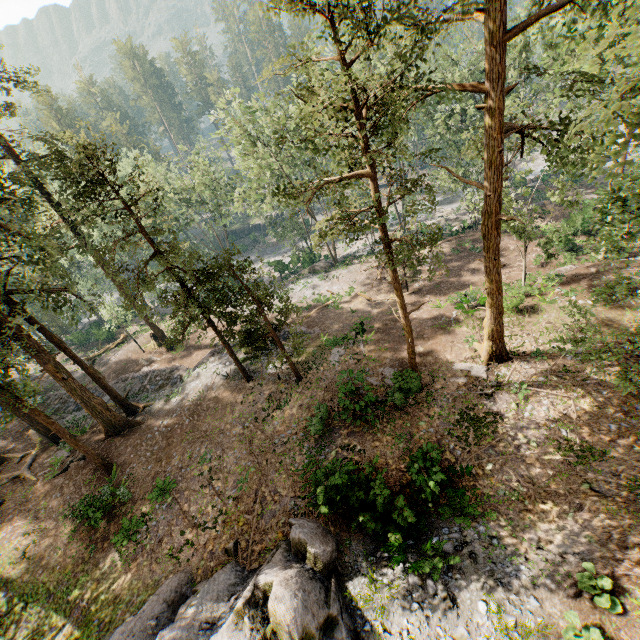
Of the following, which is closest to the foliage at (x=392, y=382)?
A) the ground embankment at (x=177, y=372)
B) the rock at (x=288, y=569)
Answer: the ground embankment at (x=177, y=372)

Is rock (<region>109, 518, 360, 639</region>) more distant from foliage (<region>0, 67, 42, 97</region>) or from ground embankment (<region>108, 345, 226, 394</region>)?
ground embankment (<region>108, 345, 226, 394</region>)

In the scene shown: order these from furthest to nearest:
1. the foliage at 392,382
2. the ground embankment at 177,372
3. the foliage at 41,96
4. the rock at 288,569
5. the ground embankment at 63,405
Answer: the ground embankment at 63,405, the ground embankment at 177,372, the foliage at 41,96, the foliage at 392,382, the rock at 288,569

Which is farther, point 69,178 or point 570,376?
point 570,376

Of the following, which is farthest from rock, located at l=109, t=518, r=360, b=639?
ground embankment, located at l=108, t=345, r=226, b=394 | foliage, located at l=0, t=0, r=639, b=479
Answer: ground embankment, located at l=108, t=345, r=226, b=394

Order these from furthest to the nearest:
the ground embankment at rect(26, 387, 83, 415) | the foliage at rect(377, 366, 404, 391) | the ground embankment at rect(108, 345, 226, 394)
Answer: the ground embankment at rect(26, 387, 83, 415), the ground embankment at rect(108, 345, 226, 394), the foliage at rect(377, 366, 404, 391)

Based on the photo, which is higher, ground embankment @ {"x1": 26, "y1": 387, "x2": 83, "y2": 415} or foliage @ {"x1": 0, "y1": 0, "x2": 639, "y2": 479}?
foliage @ {"x1": 0, "y1": 0, "x2": 639, "y2": 479}
